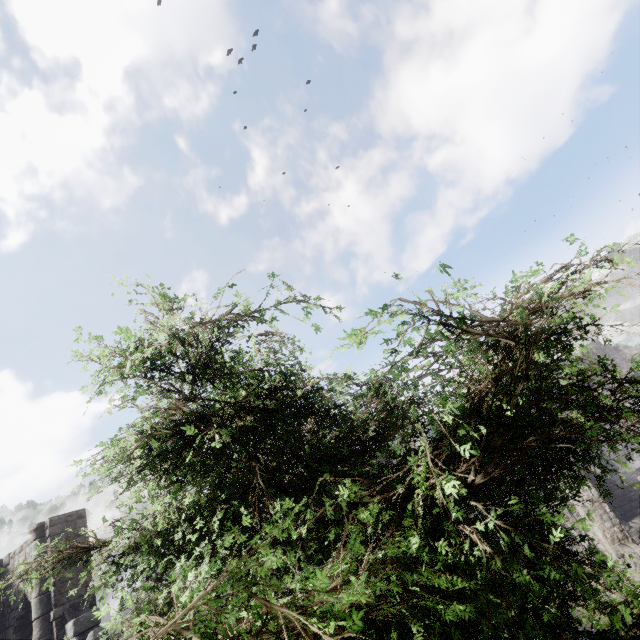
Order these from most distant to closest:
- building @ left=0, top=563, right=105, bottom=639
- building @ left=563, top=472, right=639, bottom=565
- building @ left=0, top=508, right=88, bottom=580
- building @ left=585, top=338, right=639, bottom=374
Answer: building @ left=585, top=338, right=639, bottom=374 < building @ left=563, top=472, right=639, bottom=565 < building @ left=0, top=508, right=88, bottom=580 < building @ left=0, top=563, right=105, bottom=639

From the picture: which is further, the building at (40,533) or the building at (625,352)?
the building at (625,352)

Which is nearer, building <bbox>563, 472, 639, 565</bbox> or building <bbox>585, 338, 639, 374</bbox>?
building <bbox>563, 472, 639, 565</bbox>

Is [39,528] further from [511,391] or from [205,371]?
[511,391]

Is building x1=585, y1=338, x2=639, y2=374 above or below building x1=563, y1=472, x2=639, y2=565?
above
